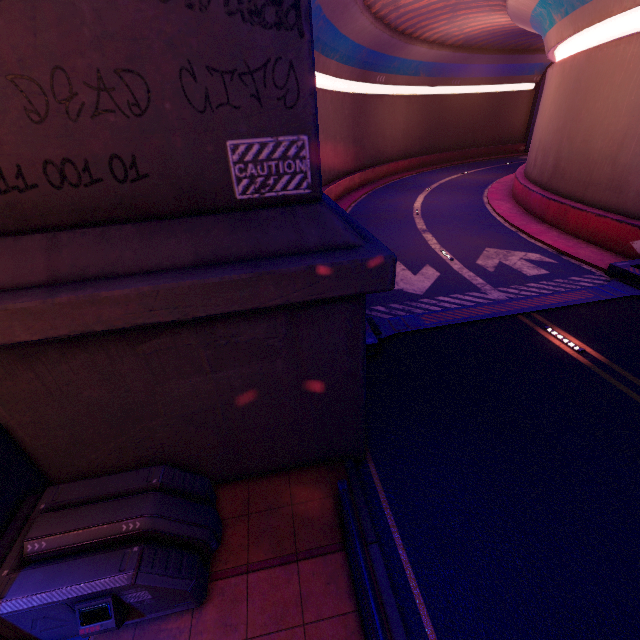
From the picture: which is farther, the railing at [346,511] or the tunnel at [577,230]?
the tunnel at [577,230]

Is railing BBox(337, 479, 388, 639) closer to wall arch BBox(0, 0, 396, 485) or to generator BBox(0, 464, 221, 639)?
wall arch BBox(0, 0, 396, 485)

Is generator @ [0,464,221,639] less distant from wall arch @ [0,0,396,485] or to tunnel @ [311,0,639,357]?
wall arch @ [0,0,396,485]

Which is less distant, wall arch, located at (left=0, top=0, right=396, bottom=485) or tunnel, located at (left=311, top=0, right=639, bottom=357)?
wall arch, located at (left=0, top=0, right=396, bottom=485)

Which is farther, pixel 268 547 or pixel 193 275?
pixel 268 547

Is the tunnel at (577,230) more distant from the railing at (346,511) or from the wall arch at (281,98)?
the railing at (346,511)

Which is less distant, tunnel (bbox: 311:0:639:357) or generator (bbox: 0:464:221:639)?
generator (bbox: 0:464:221:639)
